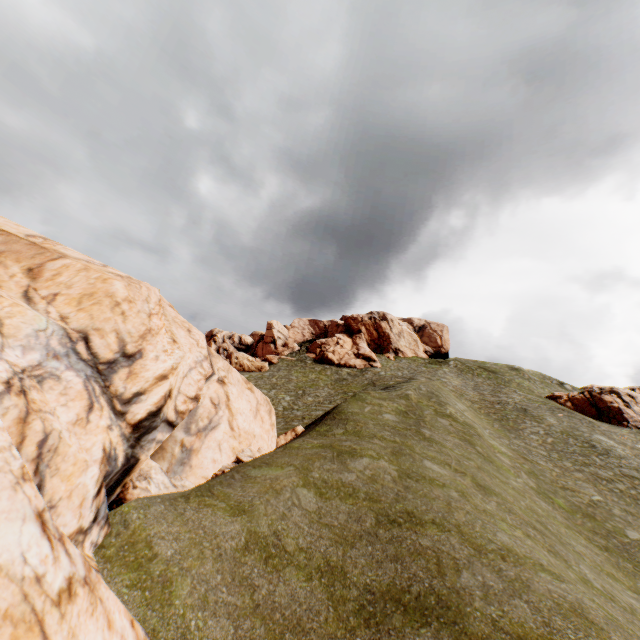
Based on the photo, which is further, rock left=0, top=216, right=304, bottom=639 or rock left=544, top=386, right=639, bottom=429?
rock left=544, top=386, right=639, bottom=429

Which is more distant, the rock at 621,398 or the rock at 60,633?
the rock at 621,398

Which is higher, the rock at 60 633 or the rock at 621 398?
the rock at 621 398

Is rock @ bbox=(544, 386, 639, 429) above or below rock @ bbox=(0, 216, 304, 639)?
above

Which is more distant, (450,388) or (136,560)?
(450,388)
